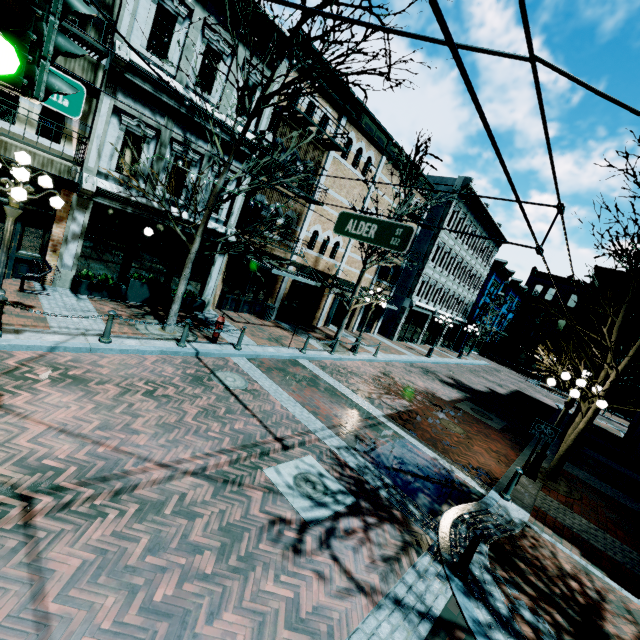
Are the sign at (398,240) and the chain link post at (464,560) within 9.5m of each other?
yes

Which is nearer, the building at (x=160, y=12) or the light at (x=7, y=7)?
the light at (x=7, y=7)

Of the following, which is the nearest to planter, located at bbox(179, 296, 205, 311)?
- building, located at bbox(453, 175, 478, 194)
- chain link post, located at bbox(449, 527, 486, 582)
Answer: chain link post, located at bbox(449, 527, 486, 582)

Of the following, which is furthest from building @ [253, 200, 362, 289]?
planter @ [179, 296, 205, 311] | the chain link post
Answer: the chain link post

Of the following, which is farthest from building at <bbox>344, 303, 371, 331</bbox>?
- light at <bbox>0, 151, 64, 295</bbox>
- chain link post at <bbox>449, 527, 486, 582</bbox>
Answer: chain link post at <bbox>449, 527, 486, 582</bbox>

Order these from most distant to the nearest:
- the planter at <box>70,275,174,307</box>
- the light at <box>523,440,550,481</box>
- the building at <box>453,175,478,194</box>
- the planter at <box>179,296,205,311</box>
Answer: the building at <box>453,175,478,194</box> < the planter at <box>179,296,205,311</box> < the planter at <box>70,275,174,307</box> < the light at <box>523,440,550,481</box>

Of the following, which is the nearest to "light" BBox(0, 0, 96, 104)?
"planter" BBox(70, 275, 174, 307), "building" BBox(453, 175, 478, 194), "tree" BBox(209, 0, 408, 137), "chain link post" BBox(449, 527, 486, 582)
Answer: "tree" BBox(209, 0, 408, 137)

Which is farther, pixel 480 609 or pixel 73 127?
pixel 73 127
